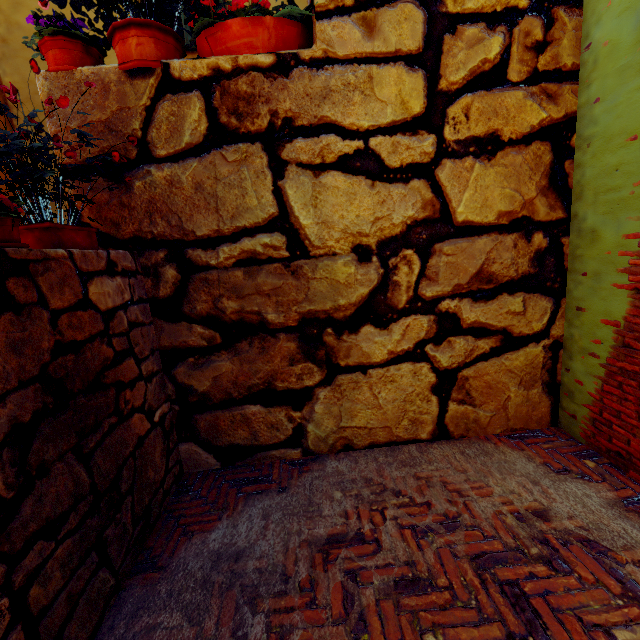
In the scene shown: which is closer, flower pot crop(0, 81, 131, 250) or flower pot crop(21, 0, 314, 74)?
flower pot crop(0, 81, 131, 250)

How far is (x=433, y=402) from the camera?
2.9 meters

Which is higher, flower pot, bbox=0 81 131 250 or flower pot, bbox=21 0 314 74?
flower pot, bbox=21 0 314 74

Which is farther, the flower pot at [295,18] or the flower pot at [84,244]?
the flower pot at [295,18]

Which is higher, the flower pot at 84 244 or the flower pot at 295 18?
the flower pot at 295 18
